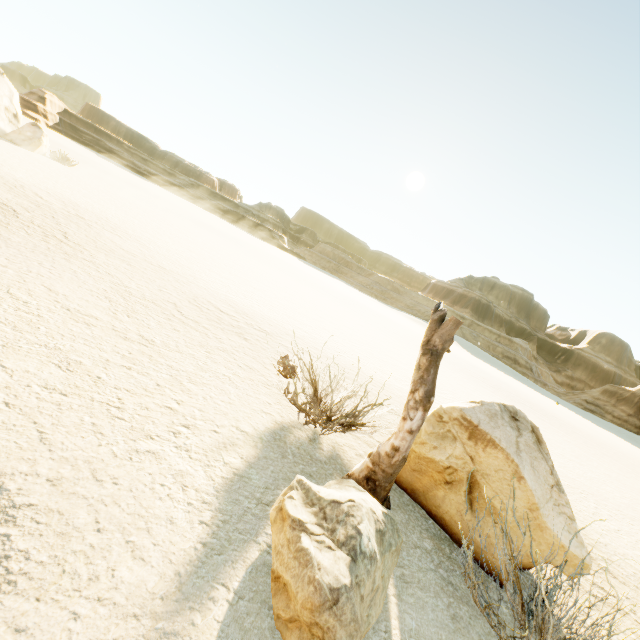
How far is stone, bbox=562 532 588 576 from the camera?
3.21m

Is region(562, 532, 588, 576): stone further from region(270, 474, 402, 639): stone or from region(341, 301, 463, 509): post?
region(270, 474, 402, 639): stone

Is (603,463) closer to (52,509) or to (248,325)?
(248,325)

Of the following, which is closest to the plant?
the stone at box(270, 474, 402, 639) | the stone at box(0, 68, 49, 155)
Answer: the stone at box(270, 474, 402, 639)

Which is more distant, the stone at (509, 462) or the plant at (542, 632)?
the stone at (509, 462)

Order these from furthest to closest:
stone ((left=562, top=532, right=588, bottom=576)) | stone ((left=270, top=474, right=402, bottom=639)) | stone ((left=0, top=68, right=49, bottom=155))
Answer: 1. stone ((left=0, top=68, right=49, bottom=155))
2. stone ((left=562, top=532, right=588, bottom=576))
3. stone ((left=270, top=474, right=402, bottom=639))

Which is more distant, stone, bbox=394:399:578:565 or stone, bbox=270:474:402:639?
stone, bbox=394:399:578:565

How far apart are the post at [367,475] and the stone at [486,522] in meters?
0.4 m
